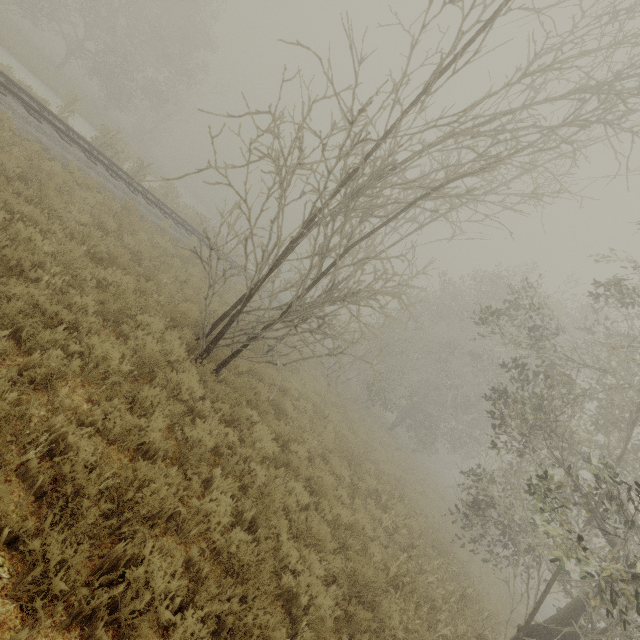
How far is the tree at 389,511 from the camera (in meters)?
9.05

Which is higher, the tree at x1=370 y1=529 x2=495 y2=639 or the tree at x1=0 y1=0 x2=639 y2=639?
the tree at x1=0 y1=0 x2=639 y2=639

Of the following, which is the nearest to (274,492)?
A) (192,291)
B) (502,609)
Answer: (192,291)

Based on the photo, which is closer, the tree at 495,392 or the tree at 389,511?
the tree at 495,392

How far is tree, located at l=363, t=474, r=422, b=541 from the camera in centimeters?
905cm

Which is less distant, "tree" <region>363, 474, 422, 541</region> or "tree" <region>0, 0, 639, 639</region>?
"tree" <region>0, 0, 639, 639</region>
